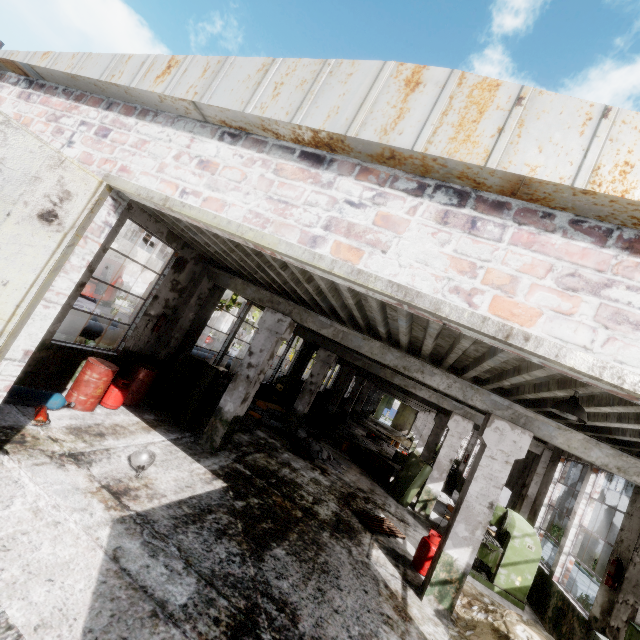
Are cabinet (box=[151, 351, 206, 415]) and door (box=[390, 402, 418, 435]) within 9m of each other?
no

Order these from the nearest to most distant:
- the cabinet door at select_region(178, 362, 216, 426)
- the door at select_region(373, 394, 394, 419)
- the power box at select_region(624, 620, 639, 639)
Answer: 1. the power box at select_region(624, 620, 639, 639)
2. the cabinet door at select_region(178, 362, 216, 426)
3. the door at select_region(373, 394, 394, 419)

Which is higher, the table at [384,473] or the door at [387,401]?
the door at [387,401]

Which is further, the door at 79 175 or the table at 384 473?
the table at 384 473

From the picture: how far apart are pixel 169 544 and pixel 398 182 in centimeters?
542cm

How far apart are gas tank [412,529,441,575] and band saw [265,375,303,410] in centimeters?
975cm

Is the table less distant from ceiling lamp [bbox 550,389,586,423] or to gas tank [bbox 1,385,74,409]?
ceiling lamp [bbox 550,389,586,423]

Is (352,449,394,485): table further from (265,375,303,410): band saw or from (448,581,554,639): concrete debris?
(448,581,554,639): concrete debris
